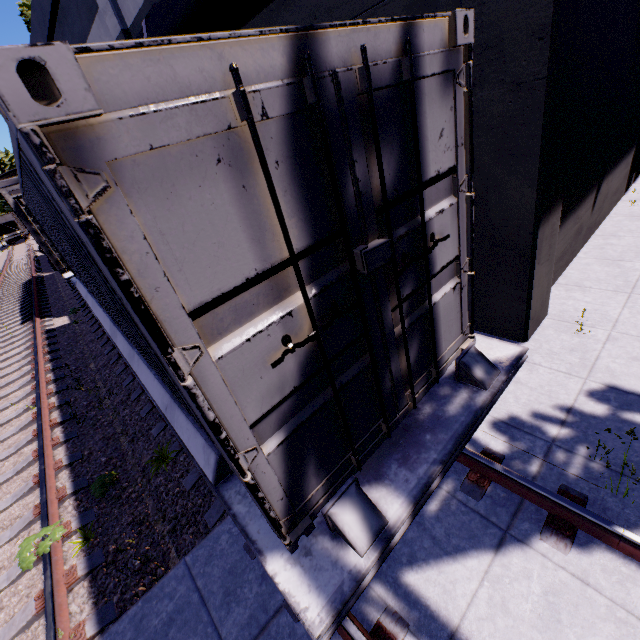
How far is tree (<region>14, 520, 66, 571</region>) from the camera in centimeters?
378cm

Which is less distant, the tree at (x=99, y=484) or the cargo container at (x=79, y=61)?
the cargo container at (x=79, y=61)

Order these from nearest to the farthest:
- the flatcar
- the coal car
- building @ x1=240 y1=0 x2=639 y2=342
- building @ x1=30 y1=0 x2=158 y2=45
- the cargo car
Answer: the flatcar
building @ x1=240 y1=0 x2=639 y2=342
building @ x1=30 y1=0 x2=158 y2=45
the cargo car
the coal car

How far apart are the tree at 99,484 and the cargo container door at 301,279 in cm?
401

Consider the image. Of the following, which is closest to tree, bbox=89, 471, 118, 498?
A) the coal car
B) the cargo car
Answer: the cargo car

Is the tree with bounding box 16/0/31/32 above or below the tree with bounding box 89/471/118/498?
above

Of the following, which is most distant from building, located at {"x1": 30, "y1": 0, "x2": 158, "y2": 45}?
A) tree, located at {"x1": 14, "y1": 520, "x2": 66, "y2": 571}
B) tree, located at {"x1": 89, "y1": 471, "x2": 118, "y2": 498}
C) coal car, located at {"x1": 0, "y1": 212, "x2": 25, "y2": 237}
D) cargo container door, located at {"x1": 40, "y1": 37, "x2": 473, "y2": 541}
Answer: coal car, located at {"x1": 0, "y1": 212, "x2": 25, "y2": 237}

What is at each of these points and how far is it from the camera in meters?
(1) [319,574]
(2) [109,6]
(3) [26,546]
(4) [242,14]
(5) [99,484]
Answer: (1) flatcar, 2.0
(2) building, 9.1
(3) tree, 3.8
(4) pipe, 4.7
(5) tree, 4.7
